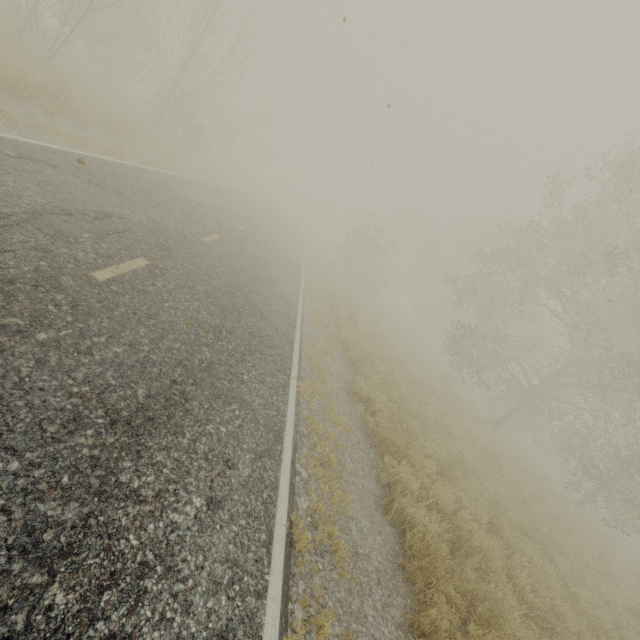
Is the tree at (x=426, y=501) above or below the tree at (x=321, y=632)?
above

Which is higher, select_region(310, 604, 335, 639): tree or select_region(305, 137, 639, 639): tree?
select_region(305, 137, 639, 639): tree

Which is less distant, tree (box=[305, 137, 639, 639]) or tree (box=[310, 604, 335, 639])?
tree (box=[310, 604, 335, 639])

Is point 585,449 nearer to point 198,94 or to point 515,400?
point 515,400

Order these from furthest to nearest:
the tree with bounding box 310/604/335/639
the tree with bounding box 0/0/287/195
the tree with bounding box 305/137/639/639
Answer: the tree with bounding box 0/0/287/195
the tree with bounding box 305/137/639/639
the tree with bounding box 310/604/335/639

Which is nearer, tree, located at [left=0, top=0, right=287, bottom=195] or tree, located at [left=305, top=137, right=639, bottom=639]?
tree, located at [left=305, top=137, right=639, bottom=639]

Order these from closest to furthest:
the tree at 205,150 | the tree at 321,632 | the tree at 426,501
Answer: the tree at 321,632, the tree at 426,501, the tree at 205,150
